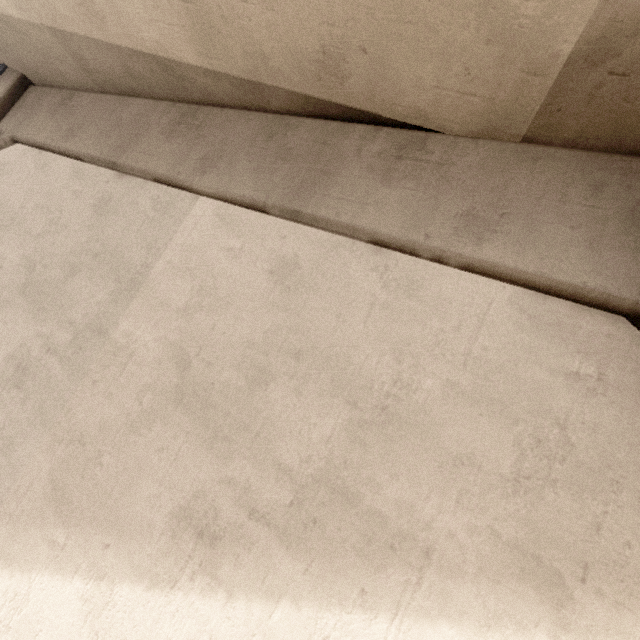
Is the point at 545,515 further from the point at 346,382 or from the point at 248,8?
the point at 248,8
